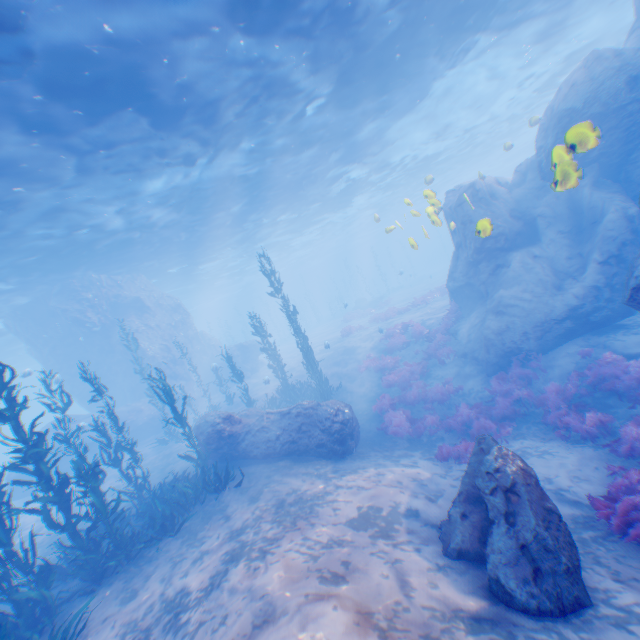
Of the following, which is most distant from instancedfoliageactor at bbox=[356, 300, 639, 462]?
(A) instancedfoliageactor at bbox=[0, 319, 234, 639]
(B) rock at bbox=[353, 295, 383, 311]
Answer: (B) rock at bbox=[353, 295, 383, 311]

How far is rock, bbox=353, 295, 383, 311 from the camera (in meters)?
41.06

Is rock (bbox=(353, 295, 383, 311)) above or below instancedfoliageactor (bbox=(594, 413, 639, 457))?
above

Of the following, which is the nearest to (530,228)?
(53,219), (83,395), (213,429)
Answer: (213,429)

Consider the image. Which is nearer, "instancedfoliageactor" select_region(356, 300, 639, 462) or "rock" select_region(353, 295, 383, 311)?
"instancedfoliageactor" select_region(356, 300, 639, 462)

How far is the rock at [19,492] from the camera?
20.0m

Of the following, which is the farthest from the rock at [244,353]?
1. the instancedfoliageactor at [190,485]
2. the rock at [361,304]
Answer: the rock at [361,304]

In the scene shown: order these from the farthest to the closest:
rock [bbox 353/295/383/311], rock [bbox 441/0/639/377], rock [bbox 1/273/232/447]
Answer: rock [bbox 353/295/383/311], rock [bbox 1/273/232/447], rock [bbox 441/0/639/377]
